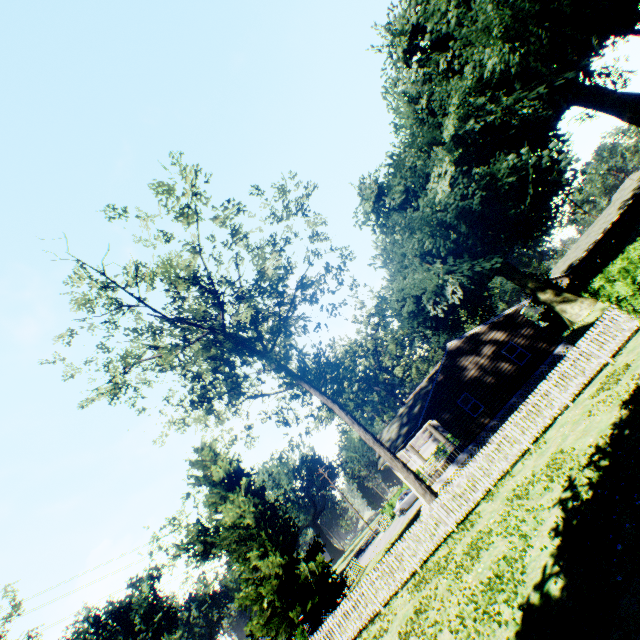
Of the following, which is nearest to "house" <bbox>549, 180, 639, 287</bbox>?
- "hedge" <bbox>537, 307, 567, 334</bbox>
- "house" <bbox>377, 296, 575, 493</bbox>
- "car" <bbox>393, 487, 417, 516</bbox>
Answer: "hedge" <bbox>537, 307, 567, 334</bbox>

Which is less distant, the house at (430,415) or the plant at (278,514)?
the plant at (278,514)

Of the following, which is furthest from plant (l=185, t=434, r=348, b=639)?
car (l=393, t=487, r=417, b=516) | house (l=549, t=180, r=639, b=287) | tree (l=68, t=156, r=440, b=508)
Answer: car (l=393, t=487, r=417, b=516)

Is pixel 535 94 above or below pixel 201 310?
above

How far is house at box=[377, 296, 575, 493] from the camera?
22.8m

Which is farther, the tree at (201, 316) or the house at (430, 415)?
the house at (430, 415)

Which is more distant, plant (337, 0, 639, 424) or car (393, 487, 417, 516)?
car (393, 487, 417, 516)

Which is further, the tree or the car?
the car
